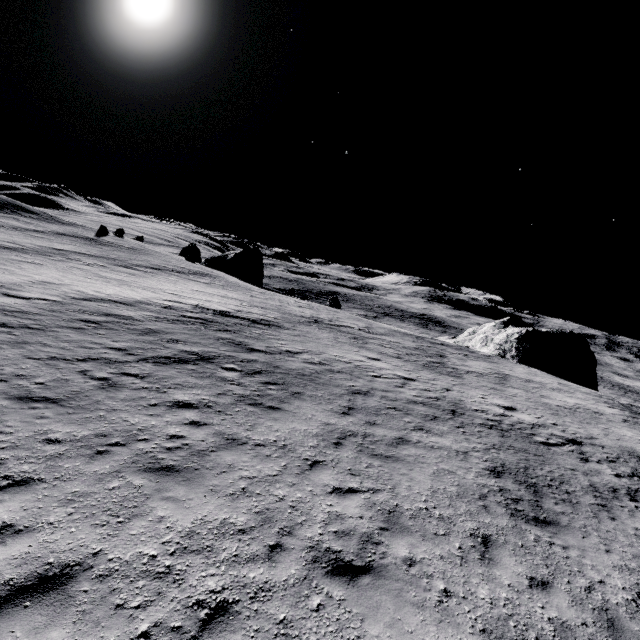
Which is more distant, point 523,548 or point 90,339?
point 90,339

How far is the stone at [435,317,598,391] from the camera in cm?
3569

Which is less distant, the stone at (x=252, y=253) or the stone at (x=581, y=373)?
the stone at (x=581, y=373)

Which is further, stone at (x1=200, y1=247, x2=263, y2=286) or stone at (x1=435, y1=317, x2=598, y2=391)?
stone at (x1=200, y1=247, x2=263, y2=286)

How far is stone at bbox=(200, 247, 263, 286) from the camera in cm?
5450

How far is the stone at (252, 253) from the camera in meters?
54.5 m
